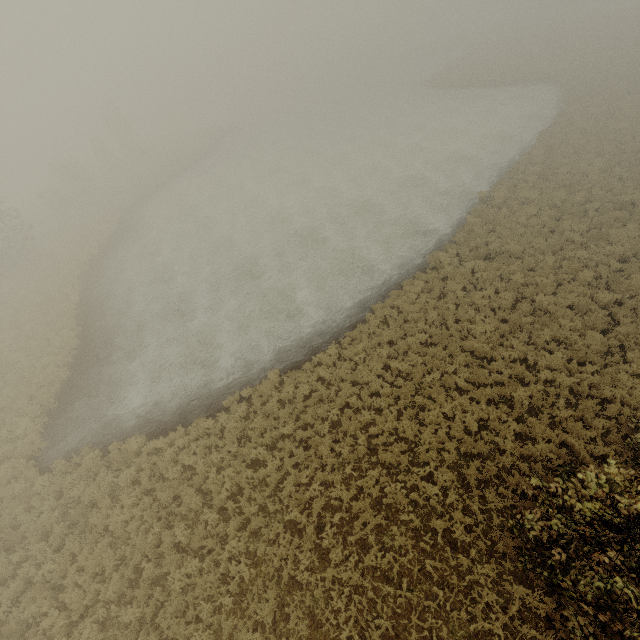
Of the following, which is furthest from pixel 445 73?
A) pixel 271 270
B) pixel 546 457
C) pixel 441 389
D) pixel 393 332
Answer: pixel 546 457
